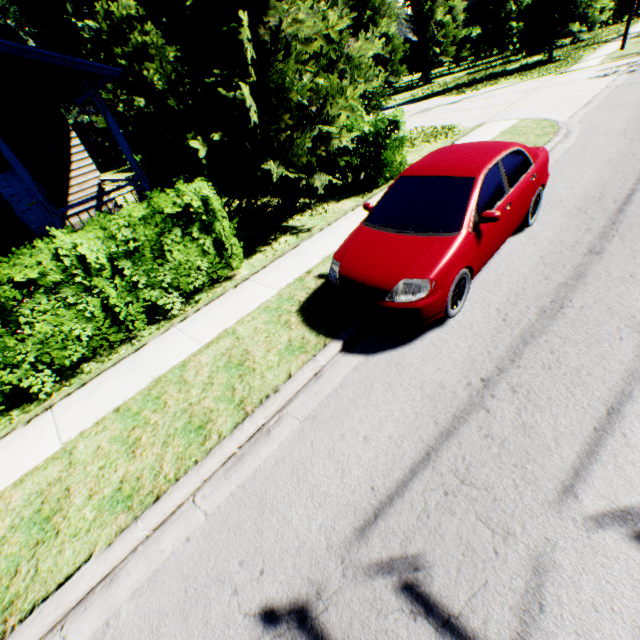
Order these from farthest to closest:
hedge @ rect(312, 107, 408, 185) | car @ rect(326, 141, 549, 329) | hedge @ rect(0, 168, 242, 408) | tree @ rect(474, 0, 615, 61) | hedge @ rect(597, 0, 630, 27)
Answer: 1. hedge @ rect(597, 0, 630, 27)
2. tree @ rect(474, 0, 615, 61)
3. hedge @ rect(312, 107, 408, 185)
4. hedge @ rect(0, 168, 242, 408)
5. car @ rect(326, 141, 549, 329)

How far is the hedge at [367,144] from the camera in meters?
9.1 m

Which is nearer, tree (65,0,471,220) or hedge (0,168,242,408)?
hedge (0,168,242,408)

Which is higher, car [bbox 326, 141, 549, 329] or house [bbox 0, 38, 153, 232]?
house [bbox 0, 38, 153, 232]

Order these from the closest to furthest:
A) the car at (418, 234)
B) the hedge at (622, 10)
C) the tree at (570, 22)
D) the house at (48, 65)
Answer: the car at (418, 234) → the house at (48, 65) → the tree at (570, 22) → the hedge at (622, 10)

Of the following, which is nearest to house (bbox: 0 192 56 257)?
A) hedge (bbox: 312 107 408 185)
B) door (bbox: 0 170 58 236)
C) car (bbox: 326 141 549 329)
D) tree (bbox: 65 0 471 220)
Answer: door (bbox: 0 170 58 236)

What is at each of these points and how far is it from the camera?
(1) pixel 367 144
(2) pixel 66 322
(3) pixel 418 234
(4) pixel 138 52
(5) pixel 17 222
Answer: (1) hedge, 9.5 meters
(2) hedge, 5.3 meters
(3) car, 4.5 meters
(4) tree, 13.7 meters
(5) house, 11.5 meters

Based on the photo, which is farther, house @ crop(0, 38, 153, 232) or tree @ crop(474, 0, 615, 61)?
tree @ crop(474, 0, 615, 61)
